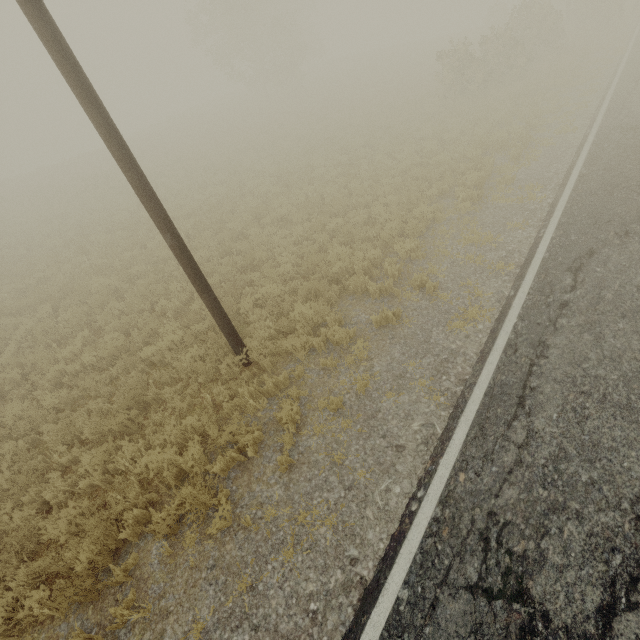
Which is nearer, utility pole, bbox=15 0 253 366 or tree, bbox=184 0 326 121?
utility pole, bbox=15 0 253 366

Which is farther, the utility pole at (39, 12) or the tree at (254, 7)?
the tree at (254, 7)

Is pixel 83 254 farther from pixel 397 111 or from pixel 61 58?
pixel 397 111
